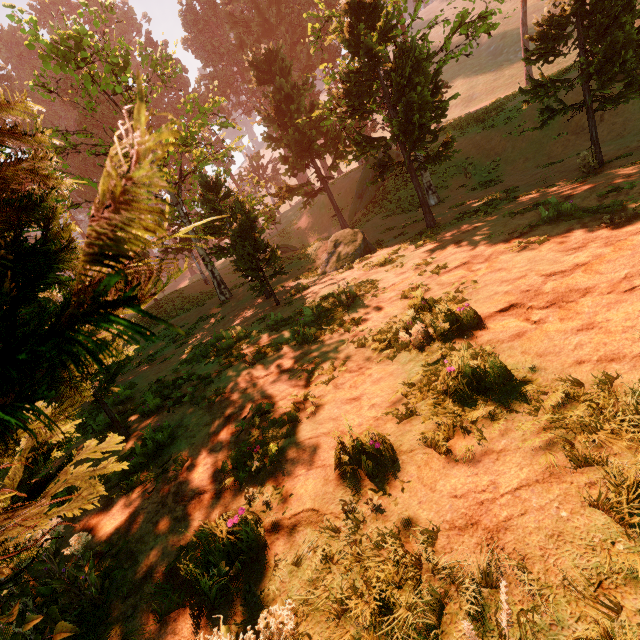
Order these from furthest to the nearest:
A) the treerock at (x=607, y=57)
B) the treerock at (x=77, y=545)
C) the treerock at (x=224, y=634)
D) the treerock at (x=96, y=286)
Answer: the treerock at (x=607, y=57) < the treerock at (x=77, y=545) < the treerock at (x=224, y=634) < the treerock at (x=96, y=286)

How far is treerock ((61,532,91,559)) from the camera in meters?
3.1

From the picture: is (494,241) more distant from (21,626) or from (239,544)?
(21,626)

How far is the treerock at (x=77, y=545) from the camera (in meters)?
3.09

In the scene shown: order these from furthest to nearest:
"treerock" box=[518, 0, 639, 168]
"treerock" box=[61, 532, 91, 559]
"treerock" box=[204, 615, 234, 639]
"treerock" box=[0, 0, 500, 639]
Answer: "treerock" box=[518, 0, 639, 168] → "treerock" box=[61, 532, 91, 559] → "treerock" box=[204, 615, 234, 639] → "treerock" box=[0, 0, 500, 639]

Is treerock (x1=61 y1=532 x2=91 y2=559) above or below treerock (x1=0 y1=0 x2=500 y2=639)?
below

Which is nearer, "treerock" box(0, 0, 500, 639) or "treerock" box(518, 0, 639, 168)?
"treerock" box(0, 0, 500, 639)
